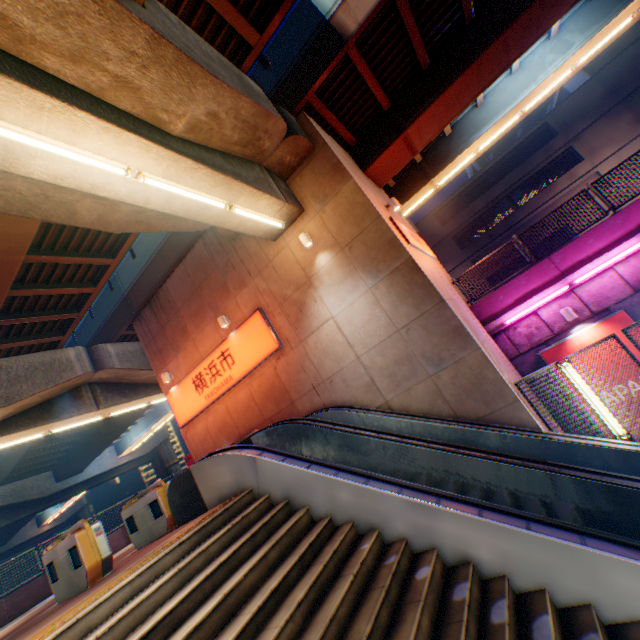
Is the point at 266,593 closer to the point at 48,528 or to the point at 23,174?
the point at 23,174

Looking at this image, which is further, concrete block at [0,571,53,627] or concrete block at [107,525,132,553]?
concrete block at [107,525,132,553]

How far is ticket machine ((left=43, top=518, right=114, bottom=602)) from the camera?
6.4 meters

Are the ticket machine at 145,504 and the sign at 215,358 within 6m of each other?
yes

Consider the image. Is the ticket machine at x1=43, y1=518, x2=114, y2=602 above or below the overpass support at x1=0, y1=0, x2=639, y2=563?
below

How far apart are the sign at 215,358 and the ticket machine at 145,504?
4.1 meters

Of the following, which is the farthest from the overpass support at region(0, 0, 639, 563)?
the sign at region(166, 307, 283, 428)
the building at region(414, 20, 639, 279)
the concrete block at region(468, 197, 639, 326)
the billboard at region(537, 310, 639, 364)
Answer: the building at region(414, 20, 639, 279)

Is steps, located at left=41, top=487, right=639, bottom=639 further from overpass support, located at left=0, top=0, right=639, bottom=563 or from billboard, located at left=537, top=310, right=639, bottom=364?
billboard, located at left=537, top=310, right=639, bottom=364
